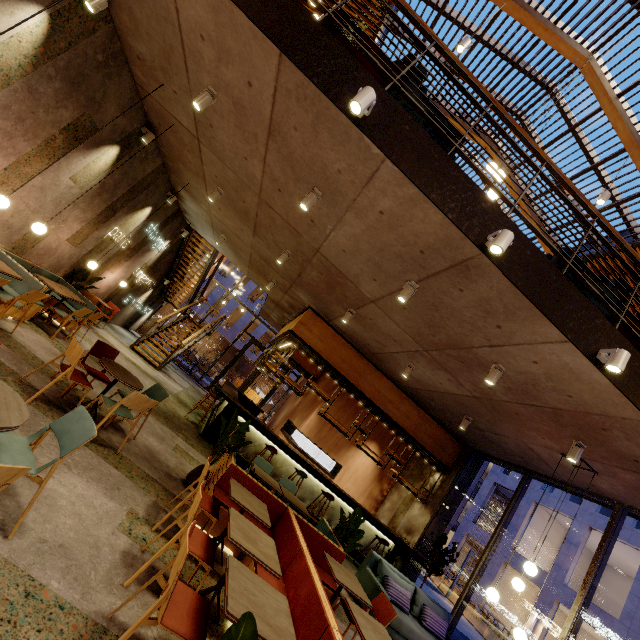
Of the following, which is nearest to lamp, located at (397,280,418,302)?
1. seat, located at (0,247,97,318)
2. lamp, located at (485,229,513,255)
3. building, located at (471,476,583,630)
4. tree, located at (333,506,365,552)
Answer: lamp, located at (485,229,513,255)

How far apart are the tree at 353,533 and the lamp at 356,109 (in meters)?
6.28

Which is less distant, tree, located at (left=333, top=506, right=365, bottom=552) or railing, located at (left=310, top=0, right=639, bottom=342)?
railing, located at (left=310, top=0, right=639, bottom=342)

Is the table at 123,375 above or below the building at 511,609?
below

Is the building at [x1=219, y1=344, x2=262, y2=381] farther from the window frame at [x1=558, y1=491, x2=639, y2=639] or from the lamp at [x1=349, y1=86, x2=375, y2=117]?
the lamp at [x1=349, y1=86, x2=375, y2=117]

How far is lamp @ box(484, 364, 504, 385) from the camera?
5.0m

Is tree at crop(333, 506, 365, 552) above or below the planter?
above

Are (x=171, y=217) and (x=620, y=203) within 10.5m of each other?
no
